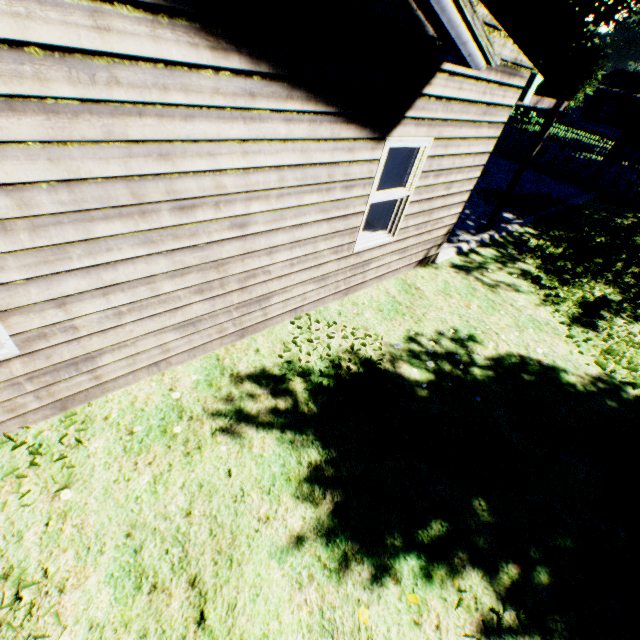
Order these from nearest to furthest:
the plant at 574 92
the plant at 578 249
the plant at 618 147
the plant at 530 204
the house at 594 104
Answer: the plant at 578 249
the plant at 530 204
the plant at 618 147
the plant at 574 92
the house at 594 104

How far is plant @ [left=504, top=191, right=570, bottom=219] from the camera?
11.24m

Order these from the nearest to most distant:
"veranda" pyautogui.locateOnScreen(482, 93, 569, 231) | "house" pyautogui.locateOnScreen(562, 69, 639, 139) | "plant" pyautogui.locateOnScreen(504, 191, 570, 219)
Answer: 1. "veranda" pyautogui.locateOnScreen(482, 93, 569, 231)
2. "plant" pyautogui.locateOnScreen(504, 191, 570, 219)
3. "house" pyautogui.locateOnScreen(562, 69, 639, 139)

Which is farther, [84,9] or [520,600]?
[520,600]

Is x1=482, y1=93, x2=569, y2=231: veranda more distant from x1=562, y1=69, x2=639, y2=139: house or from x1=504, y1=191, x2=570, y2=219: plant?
x1=562, y1=69, x2=639, y2=139: house

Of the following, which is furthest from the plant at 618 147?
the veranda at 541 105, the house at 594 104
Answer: the veranda at 541 105
